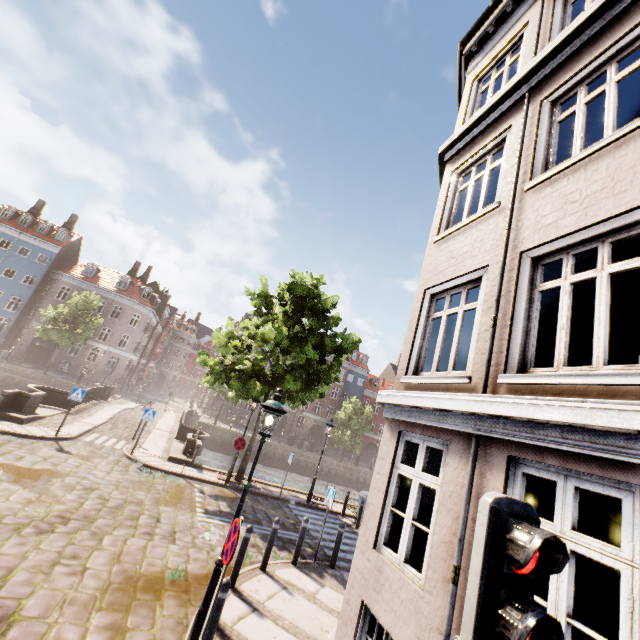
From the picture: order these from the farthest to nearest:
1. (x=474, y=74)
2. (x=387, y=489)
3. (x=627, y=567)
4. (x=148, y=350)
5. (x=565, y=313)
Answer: (x=148, y=350), (x=474, y=74), (x=387, y=489), (x=565, y=313), (x=627, y=567)

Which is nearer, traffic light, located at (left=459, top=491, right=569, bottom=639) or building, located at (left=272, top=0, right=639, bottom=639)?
traffic light, located at (left=459, top=491, right=569, bottom=639)

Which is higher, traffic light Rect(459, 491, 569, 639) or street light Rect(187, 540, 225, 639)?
traffic light Rect(459, 491, 569, 639)

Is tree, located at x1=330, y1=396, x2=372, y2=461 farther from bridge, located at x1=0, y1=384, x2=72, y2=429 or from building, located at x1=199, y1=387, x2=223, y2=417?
building, located at x1=199, y1=387, x2=223, y2=417

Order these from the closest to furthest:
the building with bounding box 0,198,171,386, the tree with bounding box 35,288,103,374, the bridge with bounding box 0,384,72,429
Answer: the bridge with bounding box 0,384,72,429 < the tree with bounding box 35,288,103,374 < the building with bounding box 0,198,171,386

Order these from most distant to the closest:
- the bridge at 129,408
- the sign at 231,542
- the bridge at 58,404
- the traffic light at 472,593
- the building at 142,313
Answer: the building at 142,313 → the bridge at 129,408 → the bridge at 58,404 → the sign at 231,542 → the traffic light at 472,593

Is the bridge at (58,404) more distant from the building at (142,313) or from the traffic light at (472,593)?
the traffic light at (472,593)
